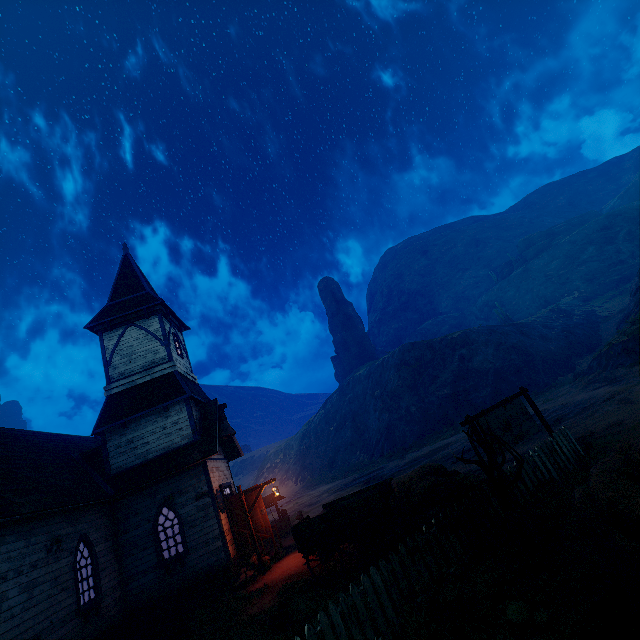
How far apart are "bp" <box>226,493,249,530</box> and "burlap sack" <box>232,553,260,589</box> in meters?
0.5 m

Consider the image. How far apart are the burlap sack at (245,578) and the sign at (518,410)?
9.7m

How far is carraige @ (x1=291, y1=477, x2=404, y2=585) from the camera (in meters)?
8.54

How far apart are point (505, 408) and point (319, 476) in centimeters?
4198cm

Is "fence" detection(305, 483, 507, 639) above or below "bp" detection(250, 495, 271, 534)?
below

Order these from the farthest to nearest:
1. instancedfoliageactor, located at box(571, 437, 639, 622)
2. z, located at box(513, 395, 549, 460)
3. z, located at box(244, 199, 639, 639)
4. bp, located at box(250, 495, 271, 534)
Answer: bp, located at box(250, 495, 271, 534) < z, located at box(513, 395, 549, 460) < z, located at box(244, 199, 639, 639) < instancedfoliageactor, located at box(571, 437, 639, 622)

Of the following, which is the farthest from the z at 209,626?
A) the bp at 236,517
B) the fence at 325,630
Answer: the bp at 236,517

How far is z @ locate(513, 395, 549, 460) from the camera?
12.73m
